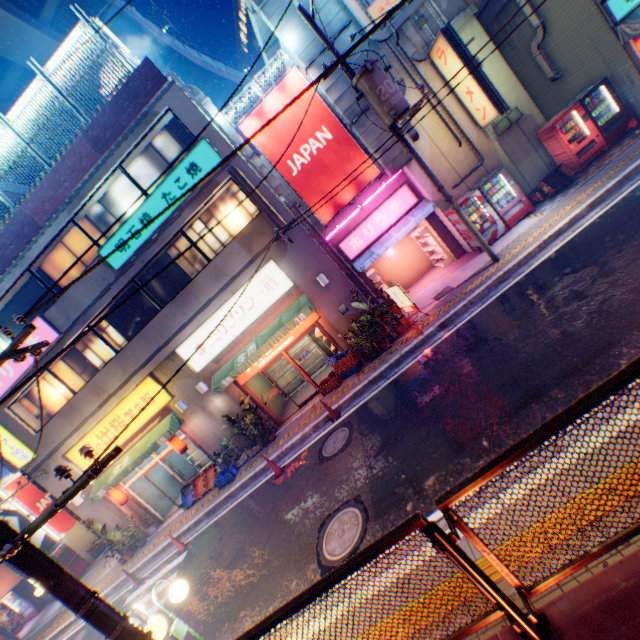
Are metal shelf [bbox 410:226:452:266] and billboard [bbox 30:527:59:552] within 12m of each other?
no

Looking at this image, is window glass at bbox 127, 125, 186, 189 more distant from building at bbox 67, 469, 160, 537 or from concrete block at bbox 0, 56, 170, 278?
concrete block at bbox 0, 56, 170, 278

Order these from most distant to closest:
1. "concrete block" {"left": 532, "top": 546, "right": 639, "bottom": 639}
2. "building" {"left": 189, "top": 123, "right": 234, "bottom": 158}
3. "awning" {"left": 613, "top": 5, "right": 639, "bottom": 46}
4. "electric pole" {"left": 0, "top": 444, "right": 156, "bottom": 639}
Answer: "building" {"left": 189, "top": 123, "right": 234, "bottom": 158}
"awning" {"left": 613, "top": 5, "right": 639, "bottom": 46}
"electric pole" {"left": 0, "top": 444, "right": 156, "bottom": 639}
"concrete block" {"left": 532, "top": 546, "right": 639, "bottom": 639}

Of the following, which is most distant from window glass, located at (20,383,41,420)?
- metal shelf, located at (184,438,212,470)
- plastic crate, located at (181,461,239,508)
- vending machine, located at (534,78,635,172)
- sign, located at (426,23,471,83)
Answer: vending machine, located at (534,78,635,172)

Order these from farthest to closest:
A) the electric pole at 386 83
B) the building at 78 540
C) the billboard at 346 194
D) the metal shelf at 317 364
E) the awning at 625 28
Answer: the building at 78 540
the metal shelf at 317 364
the billboard at 346 194
the awning at 625 28
the electric pole at 386 83

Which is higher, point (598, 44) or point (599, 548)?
point (598, 44)

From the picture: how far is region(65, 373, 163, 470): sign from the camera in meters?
13.3 m

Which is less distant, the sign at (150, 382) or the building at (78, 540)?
the sign at (150, 382)
